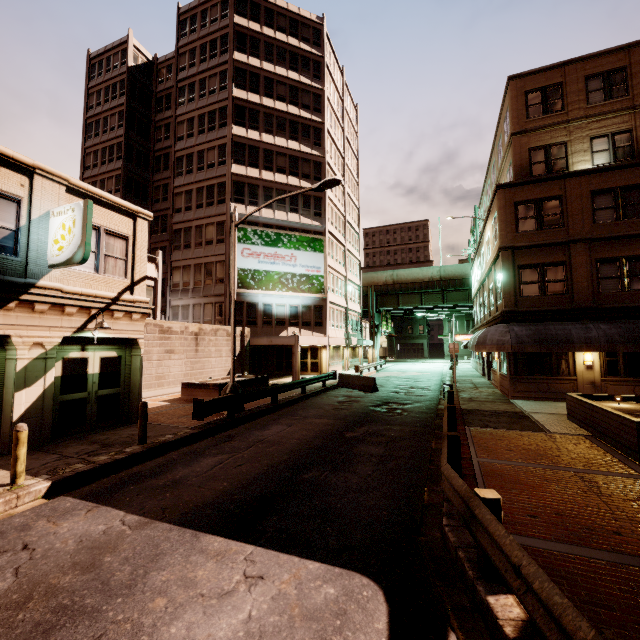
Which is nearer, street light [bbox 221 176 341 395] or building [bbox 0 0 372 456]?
building [bbox 0 0 372 456]

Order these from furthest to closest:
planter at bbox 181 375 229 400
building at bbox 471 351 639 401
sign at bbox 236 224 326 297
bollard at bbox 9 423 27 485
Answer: sign at bbox 236 224 326 297
planter at bbox 181 375 229 400
building at bbox 471 351 639 401
bollard at bbox 9 423 27 485

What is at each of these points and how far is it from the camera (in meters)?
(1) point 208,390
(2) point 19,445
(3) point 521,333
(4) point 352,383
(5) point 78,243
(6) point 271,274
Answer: (1) planter, 16.80
(2) bollard, 6.76
(3) awning, 15.84
(4) barrier, 22.66
(5) sign, 9.16
(6) sign, 29.77

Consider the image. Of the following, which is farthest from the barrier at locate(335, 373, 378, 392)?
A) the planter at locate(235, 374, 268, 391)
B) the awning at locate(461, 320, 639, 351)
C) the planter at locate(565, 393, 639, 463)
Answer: the planter at locate(565, 393, 639, 463)

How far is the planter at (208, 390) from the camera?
16.7m

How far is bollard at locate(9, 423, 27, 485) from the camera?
6.69m

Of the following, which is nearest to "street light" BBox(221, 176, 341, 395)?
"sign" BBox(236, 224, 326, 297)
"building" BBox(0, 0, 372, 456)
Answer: "building" BBox(0, 0, 372, 456)

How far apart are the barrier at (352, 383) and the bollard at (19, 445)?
16.8m
